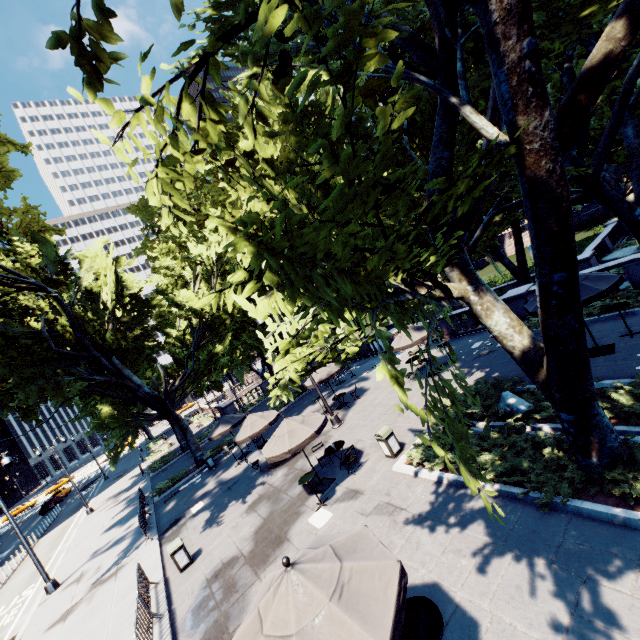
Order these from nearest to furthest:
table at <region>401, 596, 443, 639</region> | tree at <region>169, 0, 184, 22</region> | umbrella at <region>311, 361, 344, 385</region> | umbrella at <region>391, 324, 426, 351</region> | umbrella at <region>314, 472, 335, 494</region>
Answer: tree at <region>169, 0, 184, 22</region>, table at <region>401, 596, 443, 639</region>, umbrella at <region>314, 472, 335, 494</region>, umbrella at <region>391, 324, 426, 351</region>, umbrella at <region>311, 361, 344, 385</region>

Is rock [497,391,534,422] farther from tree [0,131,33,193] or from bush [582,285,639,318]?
bush [582,285,639,318]

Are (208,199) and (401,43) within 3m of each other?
no

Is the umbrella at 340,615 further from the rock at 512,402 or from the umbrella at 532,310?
the umbrella at 532,310

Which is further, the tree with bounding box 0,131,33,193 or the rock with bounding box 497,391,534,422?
the tree with bounding box 0,131,33,193

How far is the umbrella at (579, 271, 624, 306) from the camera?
9.8m

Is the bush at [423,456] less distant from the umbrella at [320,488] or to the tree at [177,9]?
the tree at [177,9]

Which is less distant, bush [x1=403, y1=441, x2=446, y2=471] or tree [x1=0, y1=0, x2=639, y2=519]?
tree [x1=0, y1=0, x2=639, y2=519]
